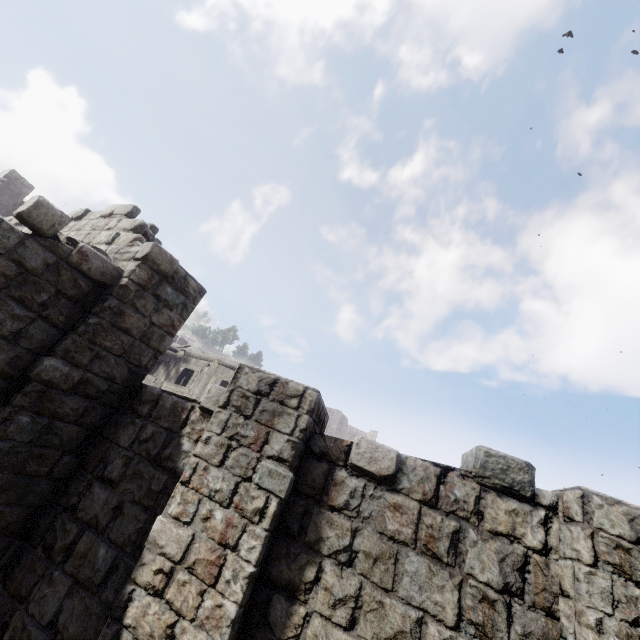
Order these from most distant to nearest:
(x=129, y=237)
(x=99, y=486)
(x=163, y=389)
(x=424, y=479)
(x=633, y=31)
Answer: (x=633, y=31) < (x=163, y=389) < (x=129, y=237) < (x=99, y=486) < (x=424, y=479)
